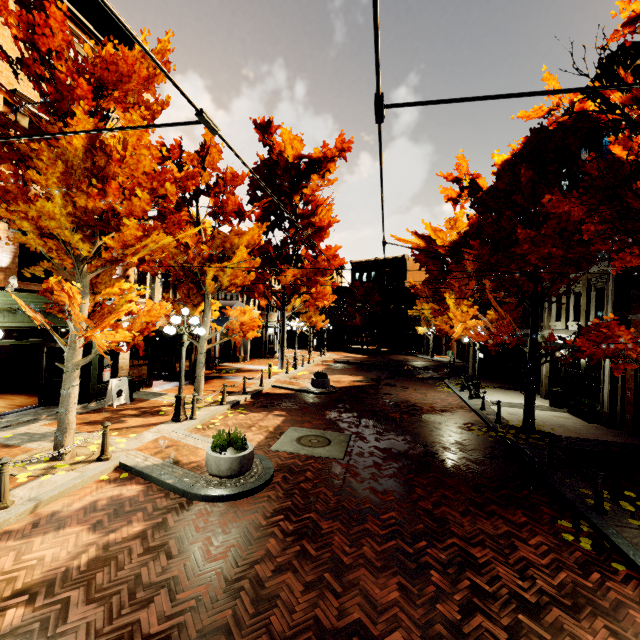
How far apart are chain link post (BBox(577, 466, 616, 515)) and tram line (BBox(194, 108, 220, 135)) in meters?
7.6 m

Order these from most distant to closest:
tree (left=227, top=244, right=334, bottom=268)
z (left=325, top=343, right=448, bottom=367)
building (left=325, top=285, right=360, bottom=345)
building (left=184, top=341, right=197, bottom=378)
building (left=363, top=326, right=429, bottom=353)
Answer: building (left=325, top=285, right=360, bottom=345), building (left=363, top=326, right=429, bottom=353), z (left=325, top=343, right=448, bottom=367), building (left=184, top=341, right=197, bottom=378), tree (left=227, top=244, right=334, bottom=268)

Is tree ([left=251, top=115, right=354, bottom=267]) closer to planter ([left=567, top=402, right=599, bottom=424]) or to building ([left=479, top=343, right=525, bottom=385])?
building ([left=479, top=343, right=525, bottom=385])

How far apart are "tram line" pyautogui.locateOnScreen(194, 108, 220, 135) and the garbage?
17.86m

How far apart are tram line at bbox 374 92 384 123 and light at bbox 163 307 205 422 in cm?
915

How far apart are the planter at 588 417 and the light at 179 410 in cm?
1488

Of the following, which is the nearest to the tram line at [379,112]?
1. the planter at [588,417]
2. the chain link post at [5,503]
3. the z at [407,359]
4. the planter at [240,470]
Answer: the planter at [240,470]

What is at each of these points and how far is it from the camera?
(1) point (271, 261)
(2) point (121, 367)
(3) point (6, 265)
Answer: (1) tree, 22.2 meters
(2) building, 12.9 meters
(3) building, 8.9 meters
